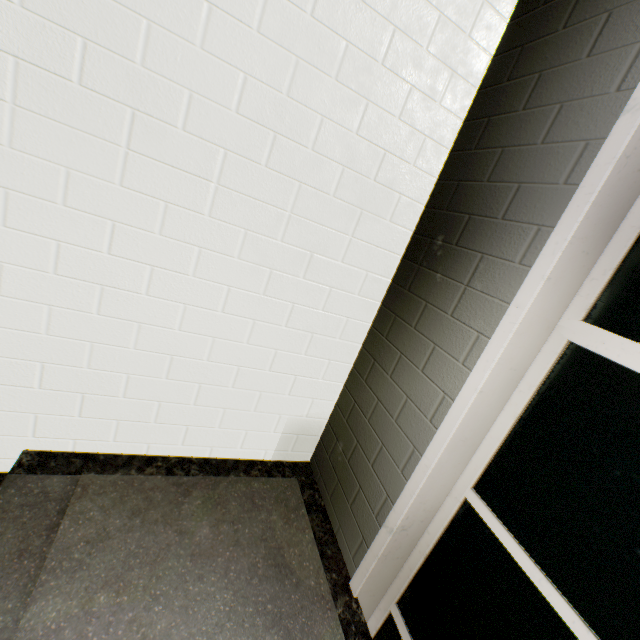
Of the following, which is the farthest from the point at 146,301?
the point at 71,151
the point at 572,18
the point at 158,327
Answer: the point at 572,18
